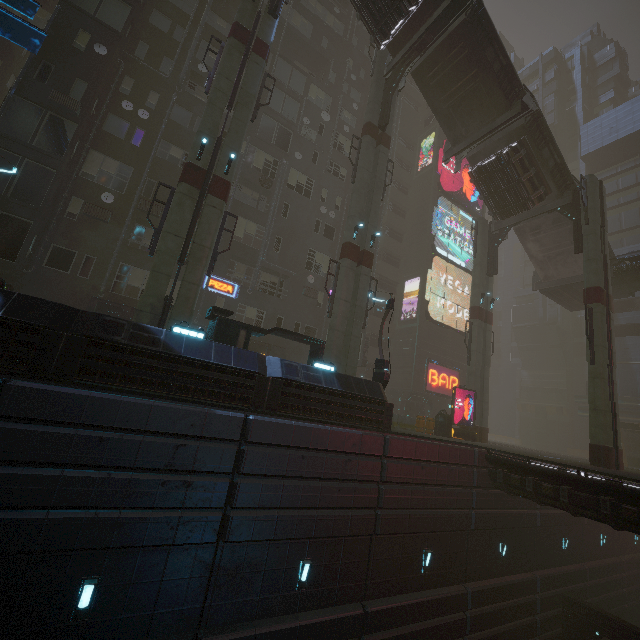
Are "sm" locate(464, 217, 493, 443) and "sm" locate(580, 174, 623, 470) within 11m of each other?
yes

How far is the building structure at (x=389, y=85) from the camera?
20.1m

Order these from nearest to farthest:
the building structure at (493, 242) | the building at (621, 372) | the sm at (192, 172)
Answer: the sm at (192, 172), the building structure at (493, 242), the building at (621, 372)

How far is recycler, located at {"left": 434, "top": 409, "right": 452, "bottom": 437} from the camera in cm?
2041

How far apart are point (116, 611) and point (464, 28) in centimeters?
3008cm

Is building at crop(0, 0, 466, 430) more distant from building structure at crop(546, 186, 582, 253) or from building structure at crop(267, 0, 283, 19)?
building structure at crop(546, 186, 582, 253)

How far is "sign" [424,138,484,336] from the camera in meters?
31.6 m

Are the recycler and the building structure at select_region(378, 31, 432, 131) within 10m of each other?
no
